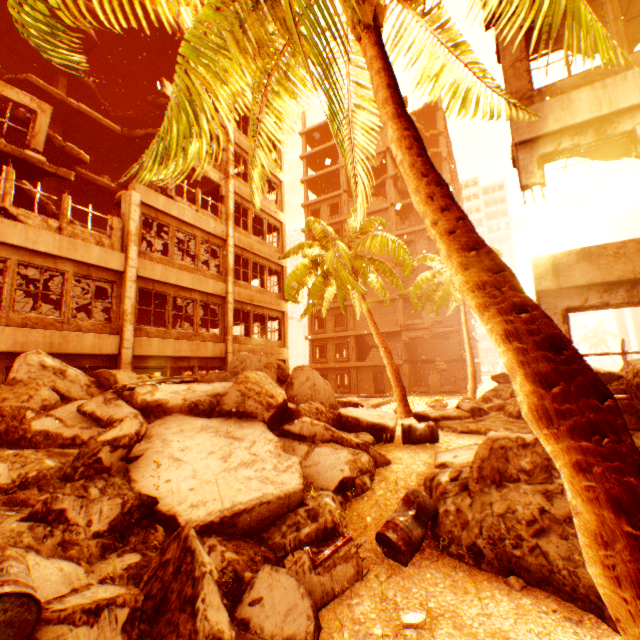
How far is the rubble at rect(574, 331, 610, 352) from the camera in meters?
54.5 m

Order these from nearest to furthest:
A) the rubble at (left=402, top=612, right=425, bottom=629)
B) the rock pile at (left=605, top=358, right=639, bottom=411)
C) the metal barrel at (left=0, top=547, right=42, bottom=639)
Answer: the metal barrel at (left=0, top=547, right=42, bottom=639) < the rubble at (left=402, top=612, right=425, bottom=629) < the rock pile at (left=605, top=358, right=639, bottom=411)

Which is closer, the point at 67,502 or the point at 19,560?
the point at 19,560

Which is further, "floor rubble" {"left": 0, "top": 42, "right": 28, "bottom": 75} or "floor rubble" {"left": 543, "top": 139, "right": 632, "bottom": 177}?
"floor rubble" {"left": 0, "top": 42, "right": 28, "bottom": 75}

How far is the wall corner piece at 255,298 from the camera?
16.8m

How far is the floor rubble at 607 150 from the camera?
7.0m

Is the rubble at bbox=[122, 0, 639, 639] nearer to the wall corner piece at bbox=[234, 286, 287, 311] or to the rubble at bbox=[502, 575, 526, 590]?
the wall corner piece at bbox=[234, 286, 287, 311]

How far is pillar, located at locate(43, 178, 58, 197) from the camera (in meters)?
16.02
